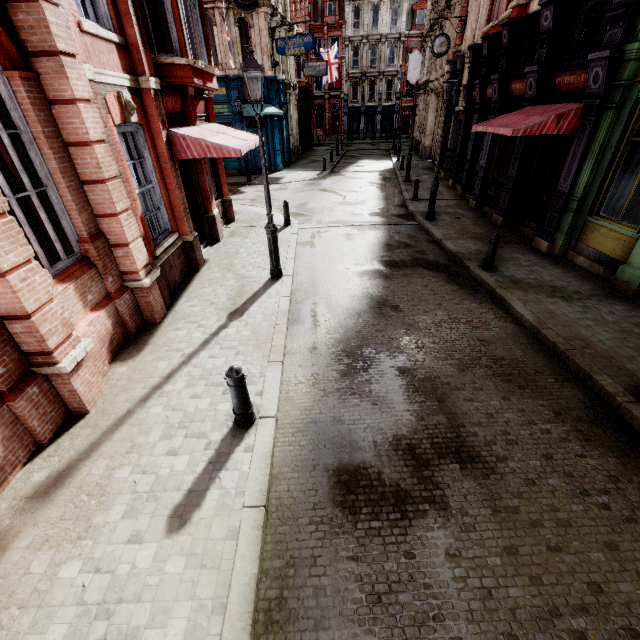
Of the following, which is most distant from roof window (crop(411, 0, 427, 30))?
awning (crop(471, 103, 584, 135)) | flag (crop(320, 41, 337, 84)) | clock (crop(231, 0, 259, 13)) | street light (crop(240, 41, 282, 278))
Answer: street light (crop(240, 41, 282, 278))

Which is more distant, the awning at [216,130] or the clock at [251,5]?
the clock at [251,5]

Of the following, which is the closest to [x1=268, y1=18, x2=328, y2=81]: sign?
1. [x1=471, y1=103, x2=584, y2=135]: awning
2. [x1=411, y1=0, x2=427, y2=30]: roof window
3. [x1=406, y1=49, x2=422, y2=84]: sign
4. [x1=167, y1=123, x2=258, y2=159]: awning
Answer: [x1=406, y1=49, x2=422, y2=84]: sign

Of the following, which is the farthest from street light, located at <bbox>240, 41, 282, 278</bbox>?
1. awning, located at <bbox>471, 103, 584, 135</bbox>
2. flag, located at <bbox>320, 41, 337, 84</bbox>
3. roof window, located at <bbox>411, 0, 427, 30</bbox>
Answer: roof window, located at <bbox>411, 0, 427, 30</bbox>

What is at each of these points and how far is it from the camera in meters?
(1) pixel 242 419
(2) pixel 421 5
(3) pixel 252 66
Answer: (1) post, 4.4 m
(2) roof window, 41.9 m
(3) street light, 6.2 m

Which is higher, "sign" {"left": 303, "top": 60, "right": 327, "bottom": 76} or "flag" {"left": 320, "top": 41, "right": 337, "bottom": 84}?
"flag" {"left": 320, "top": 41, "right": 337, "bottom": 84}

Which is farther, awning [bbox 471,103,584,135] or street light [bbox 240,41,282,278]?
awning [bbox 471,103,584,135]

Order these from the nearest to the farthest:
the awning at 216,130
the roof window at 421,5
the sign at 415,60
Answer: the awning at 216,130
the sign at 415,60
the roof window at 421,5
